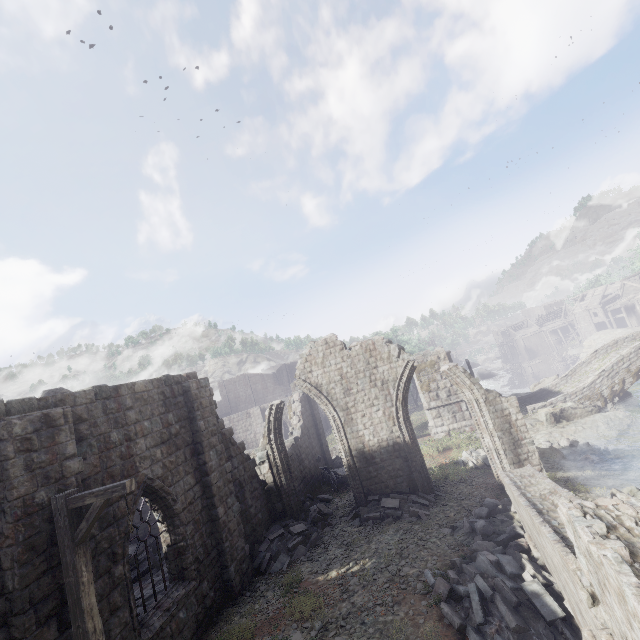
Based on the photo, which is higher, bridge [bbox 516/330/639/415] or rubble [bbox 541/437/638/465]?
bridge [bbox 516/330/639/415]

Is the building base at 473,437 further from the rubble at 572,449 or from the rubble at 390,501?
the rubble at 390,501

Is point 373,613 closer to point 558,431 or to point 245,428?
point 558,431

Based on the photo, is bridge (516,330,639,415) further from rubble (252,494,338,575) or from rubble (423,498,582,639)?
rubble (423,498,582,639)

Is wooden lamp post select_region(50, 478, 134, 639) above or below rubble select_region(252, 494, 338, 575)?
Answer: above

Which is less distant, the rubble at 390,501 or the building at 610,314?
the rubble at 390,501

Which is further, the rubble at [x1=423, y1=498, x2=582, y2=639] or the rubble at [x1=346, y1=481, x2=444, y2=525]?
the rubble at [x1=346, y1=481, x2=444, y2=525]

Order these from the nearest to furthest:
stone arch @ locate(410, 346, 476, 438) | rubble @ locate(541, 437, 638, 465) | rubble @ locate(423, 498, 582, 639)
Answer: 1. rubble @ locate(423, 498, 582, 639)
2. rubble @ locate(541, 437, 638, 465)
3. stone arch @ locate(410, 346, 476, 438)
